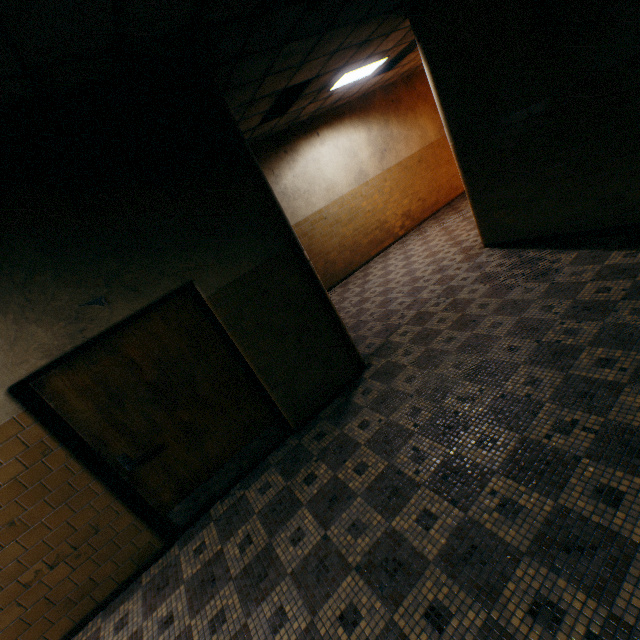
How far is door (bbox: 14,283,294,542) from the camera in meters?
2.9 m

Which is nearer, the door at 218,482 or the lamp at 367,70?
the door at 218,482

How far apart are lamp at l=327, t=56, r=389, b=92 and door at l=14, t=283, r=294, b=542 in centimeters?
550cm

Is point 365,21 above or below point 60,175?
above

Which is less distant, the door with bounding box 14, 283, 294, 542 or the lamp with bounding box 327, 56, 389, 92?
the door with bounding box 14, 283, 294, 542

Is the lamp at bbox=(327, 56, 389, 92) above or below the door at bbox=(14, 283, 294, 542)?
above

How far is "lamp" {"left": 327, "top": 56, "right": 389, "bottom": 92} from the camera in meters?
6.3 m

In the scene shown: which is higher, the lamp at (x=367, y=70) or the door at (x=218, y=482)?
the lamp at (x=367, y=70)
